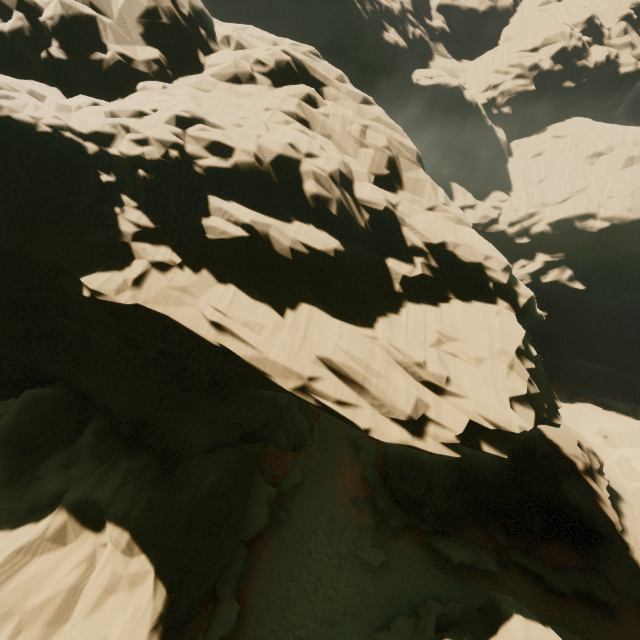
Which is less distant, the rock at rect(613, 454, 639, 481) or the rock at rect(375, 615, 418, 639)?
the rock at rect(375, 615, 418, 639)

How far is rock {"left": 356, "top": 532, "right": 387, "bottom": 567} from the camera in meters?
20.0 m

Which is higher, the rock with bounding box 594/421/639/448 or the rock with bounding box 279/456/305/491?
the rock with bounding box 594/421/639/448

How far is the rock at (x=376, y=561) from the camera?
20.0m

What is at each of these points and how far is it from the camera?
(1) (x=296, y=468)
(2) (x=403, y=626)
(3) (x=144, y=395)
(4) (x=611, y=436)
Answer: (1) rock, 25.25m
(2) rock, 16.53m
(3) rock, 14.69m
(4) rock, 39.69m

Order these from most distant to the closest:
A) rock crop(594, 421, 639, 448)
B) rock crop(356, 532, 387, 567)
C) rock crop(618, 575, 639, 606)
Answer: rock crop(594, 421, 639, 448) → rock crop(618, 575, 639, 606) → rock crop(356, 532, 387, 567)
